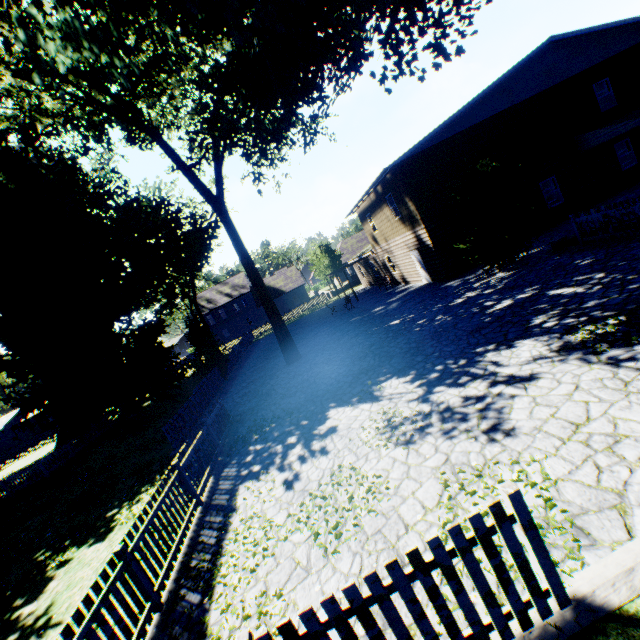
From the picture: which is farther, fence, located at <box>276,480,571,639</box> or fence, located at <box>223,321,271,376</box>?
fence, located at <box>223,321,271,376</box>

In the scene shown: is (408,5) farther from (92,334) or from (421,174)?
(92,334)

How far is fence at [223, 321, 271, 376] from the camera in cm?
2578

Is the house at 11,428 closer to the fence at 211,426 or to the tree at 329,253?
the fence at 211,426

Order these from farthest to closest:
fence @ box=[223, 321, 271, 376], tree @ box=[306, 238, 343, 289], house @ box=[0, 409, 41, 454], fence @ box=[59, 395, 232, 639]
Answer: house @ box=[0, 409, 41, 454] < tree @ box=[306, 238, 343, 289] < fence @ box=[223, 321, 271, 376] < fence @ box=[59, 395, 232, 639]

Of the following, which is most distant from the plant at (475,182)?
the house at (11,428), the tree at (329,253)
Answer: the tree at (329,253)

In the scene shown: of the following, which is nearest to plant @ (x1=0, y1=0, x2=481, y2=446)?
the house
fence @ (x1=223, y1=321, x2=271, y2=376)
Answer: fence @ (x1=223, y1=321, x2=271, y2=376)
